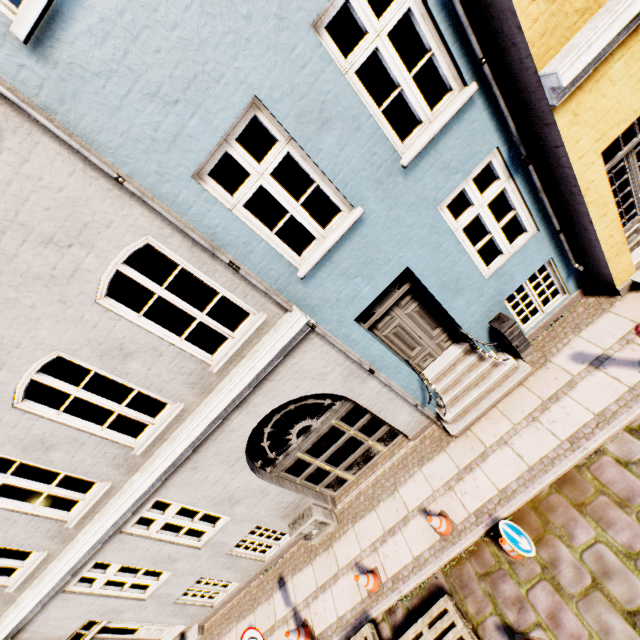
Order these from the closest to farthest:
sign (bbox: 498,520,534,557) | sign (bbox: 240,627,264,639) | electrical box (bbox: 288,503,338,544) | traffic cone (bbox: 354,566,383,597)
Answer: sign (bbox: 498,520,534,557) → sign (bbox: 240,627,264,639) → traffic cone (bbox: 354,566,383,597) → electrical box (bbox: 288,503,338,544)

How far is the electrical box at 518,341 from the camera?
5.7m

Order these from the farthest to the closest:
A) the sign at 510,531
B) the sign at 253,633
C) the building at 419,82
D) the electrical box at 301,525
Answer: the electrical box at 301,525
the sign at 253,633
the sign at 510,531
the building at 419,82

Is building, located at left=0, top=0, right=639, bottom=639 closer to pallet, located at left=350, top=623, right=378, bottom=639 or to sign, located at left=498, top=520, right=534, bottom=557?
sign, located at left=498, top=520, right=534, bottom=557

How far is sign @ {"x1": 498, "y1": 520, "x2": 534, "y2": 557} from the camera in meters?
→ 4.7

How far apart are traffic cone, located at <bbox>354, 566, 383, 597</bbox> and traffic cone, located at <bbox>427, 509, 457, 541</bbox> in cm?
140

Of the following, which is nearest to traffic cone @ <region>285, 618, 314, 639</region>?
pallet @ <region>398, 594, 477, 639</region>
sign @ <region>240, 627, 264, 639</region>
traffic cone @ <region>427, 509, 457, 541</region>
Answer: pallet @ <region>398, 594, 477, 639</region>

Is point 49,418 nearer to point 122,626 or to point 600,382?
point 122,626
